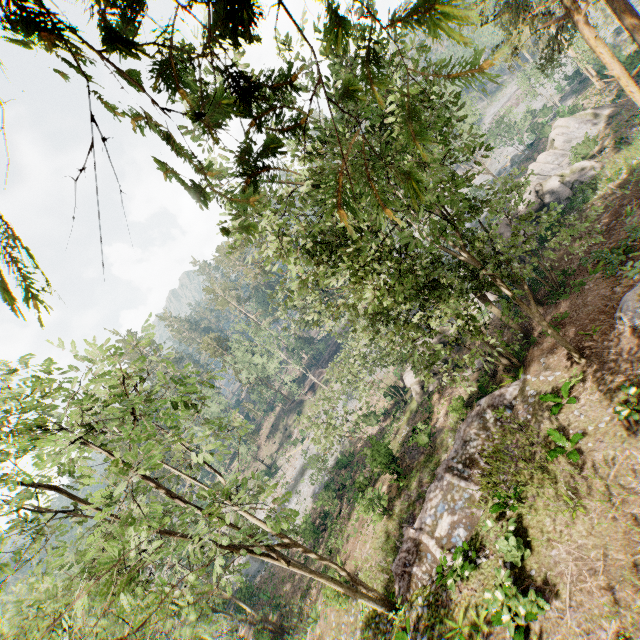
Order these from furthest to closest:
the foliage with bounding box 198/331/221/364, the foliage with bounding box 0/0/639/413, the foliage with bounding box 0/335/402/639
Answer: the foliage with bounding box 198/331/221/364 → the foliage with bounding box 0/335/402/639 → the foliage with bounding box 0/0/639/413

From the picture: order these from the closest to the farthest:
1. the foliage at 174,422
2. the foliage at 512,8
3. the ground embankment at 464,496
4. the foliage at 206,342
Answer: the foliage at 512,8 → the foliage at 174,422 → the ground embankment at 464,496 → the foliage at 206,342

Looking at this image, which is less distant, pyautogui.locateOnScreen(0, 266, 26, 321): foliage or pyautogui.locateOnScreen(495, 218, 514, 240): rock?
pyautogui.locateOnScreen(0, 266, 26, 321): foliage

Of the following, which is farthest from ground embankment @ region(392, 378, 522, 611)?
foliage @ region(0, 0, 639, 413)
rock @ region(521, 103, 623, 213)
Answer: rock @ region(521, 103, 623, 213)

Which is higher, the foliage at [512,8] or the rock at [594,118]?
the foliage at [512,8]

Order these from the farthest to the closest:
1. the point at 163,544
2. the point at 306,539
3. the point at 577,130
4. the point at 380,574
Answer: the point at 577,130 → the point at 306,539 → the point at 163,544 → the point at 380,574

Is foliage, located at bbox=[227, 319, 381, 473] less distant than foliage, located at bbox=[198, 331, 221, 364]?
Yes
